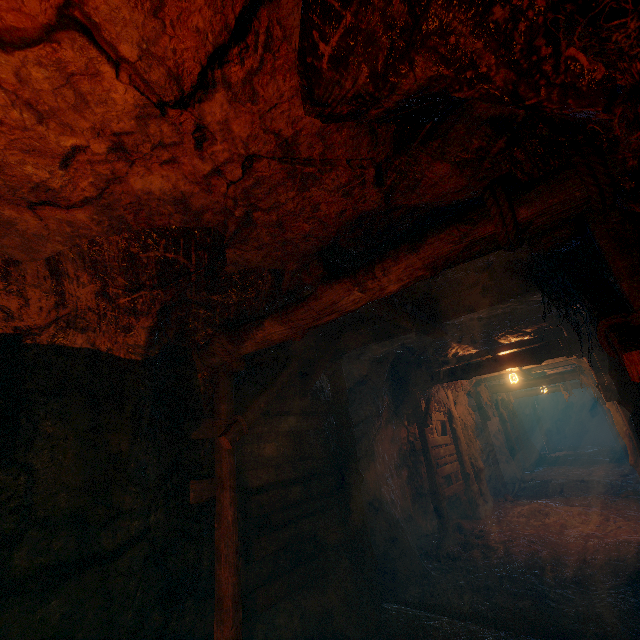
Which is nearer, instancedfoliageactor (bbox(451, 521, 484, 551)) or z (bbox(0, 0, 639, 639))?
z (bbox(0, 0, 639, 639))

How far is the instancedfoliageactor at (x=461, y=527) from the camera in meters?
7.1 m

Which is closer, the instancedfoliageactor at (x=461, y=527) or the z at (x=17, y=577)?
the z at (x=17, y=577)

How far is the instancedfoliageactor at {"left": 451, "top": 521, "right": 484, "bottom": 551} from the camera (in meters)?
7.09

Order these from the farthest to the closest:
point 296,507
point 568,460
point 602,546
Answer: point 568,460 < point 602,546 < point 296,507
